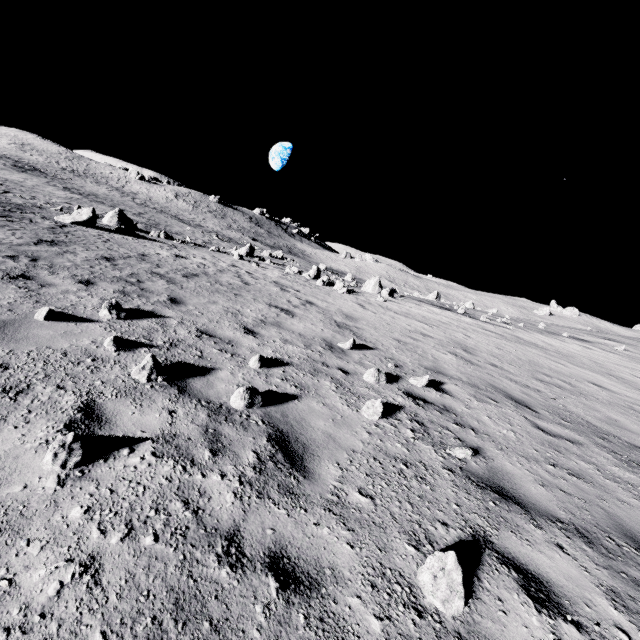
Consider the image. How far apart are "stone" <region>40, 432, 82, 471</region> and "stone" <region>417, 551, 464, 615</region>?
2.8m

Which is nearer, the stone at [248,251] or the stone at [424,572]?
the stone at [424,572]

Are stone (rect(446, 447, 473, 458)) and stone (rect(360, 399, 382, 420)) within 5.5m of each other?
Result: yes

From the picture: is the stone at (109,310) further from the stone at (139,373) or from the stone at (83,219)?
the stone at (83,219)

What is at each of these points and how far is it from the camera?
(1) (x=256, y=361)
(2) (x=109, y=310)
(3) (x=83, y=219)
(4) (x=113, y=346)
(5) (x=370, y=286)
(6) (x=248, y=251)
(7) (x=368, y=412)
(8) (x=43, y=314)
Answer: (1) stone, 5.2 meters
(2) stone, 5.8 meters
(3) stone, 17.8 meters
(4) stone, 4.5 meters
(5) stone, 21.2 meters
(6) stone, 30.0 meters
(7) stone, 4.6 meters
(8) stone, 4.9 meters

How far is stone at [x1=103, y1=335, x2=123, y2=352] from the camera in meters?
4.5

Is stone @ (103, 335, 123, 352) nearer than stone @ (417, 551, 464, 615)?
No

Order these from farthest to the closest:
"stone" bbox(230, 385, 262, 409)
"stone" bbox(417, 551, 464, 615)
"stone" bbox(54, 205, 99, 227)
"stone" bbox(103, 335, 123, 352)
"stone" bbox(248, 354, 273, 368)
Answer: "stone" bbox(54, 205, 99, 227) → "stone" bbox(248, 354, 273, 368) → "stone" bbox(103, 335, 123, 352) → "stone" bbox(230, 385, 262, 409) → "stone" bbox(417, 551, 464, 615)
